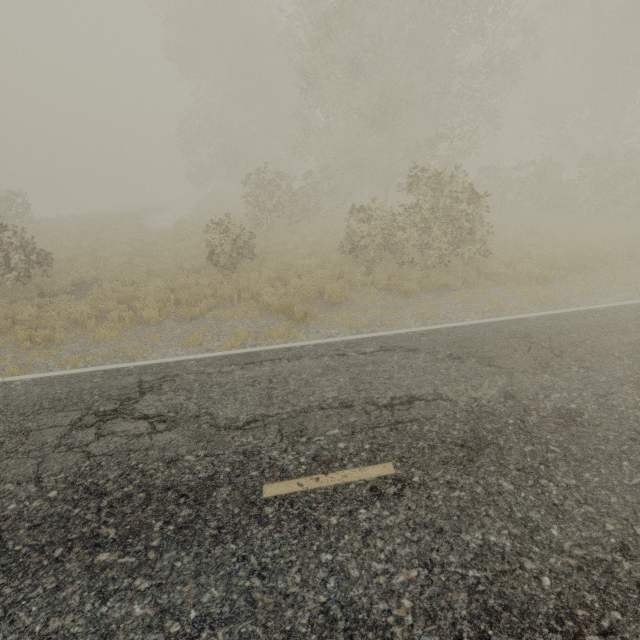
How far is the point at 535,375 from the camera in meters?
6.0
